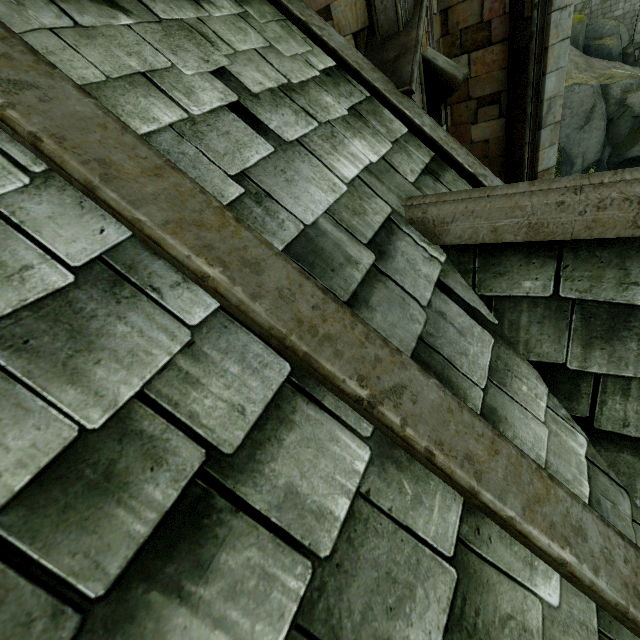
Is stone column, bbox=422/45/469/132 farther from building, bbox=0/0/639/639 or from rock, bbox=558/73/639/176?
rock, bbox=558/73/639/176

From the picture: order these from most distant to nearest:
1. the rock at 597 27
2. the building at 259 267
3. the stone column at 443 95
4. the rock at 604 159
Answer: the rock at 597 27
the rock at 604 159
the stone column at 443 95
the building at 259 267

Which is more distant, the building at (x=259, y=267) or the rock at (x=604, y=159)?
the rock at (x=604, y=159)

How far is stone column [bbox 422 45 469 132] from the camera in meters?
5.0 m

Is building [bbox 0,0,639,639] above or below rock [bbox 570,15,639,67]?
above

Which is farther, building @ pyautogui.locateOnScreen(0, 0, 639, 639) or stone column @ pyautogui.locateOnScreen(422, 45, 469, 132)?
stone column @ pyautogui.locateOnScreen(422, 45, 469, 132)

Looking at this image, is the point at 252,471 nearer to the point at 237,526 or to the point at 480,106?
the point at 237,526

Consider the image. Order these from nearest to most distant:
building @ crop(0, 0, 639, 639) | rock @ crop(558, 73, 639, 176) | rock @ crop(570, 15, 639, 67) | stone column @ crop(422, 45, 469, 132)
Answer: building @ crop(0, 0, 639, 639) → stone column @ crop(422, 45, 469, 132) → rock @ crop(558, 73, 639, 176) → rock @ crop(570, 15, 639, 67)
